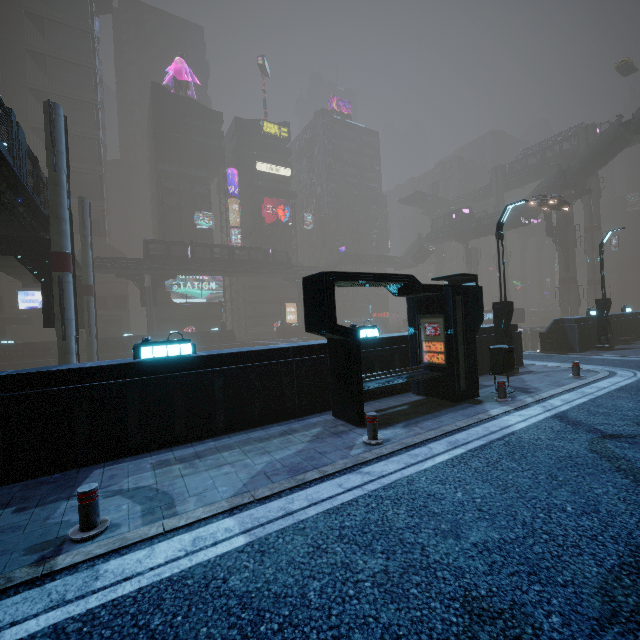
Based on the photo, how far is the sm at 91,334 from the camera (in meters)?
28.98

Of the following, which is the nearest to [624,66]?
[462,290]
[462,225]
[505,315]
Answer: [462,225]

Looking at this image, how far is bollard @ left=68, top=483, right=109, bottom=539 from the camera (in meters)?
4.21

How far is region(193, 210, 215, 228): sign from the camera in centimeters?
5619cm

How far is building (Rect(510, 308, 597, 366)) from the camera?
15.09m

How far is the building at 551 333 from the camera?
15.1 meters

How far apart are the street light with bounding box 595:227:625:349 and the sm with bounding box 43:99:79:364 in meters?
29.4 m

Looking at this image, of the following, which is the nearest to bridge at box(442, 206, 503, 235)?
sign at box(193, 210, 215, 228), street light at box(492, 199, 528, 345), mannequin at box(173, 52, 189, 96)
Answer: sign at box(193, 210, 215, 228)
